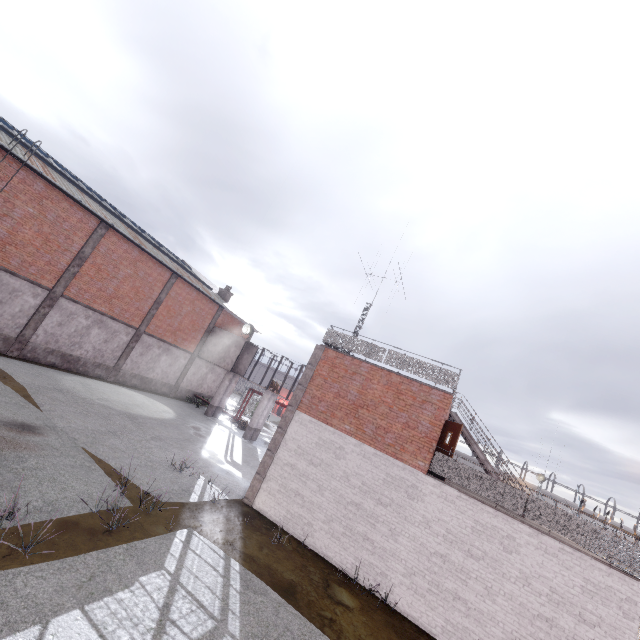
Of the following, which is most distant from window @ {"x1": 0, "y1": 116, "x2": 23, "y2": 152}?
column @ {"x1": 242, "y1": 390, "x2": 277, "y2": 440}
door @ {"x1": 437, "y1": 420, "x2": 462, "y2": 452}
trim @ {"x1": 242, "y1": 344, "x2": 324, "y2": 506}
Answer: door @ {"x1": 437, "y1": 420, "x2": 462, "y2": 452}

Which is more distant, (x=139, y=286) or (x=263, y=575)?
(x=139, y=286)

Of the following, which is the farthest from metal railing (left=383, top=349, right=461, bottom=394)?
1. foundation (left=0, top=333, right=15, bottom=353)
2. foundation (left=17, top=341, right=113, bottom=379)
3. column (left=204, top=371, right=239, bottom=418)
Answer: foundation (left=0, top=333, right=15, bottom=353)

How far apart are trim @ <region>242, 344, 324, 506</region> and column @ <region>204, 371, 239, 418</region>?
14.6m

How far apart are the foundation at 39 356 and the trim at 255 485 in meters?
14.8 m

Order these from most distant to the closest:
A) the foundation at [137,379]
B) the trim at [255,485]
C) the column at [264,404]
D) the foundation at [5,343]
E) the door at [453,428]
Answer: the column at [264,404] → the foundation at [137,379] → the foundation at [5,343] → the trim at [255,485] → the door at [453,428]

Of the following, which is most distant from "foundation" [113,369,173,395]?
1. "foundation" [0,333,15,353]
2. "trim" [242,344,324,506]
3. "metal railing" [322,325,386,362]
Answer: "trim" [242,344,324,506]

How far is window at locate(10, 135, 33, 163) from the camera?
14.9m
